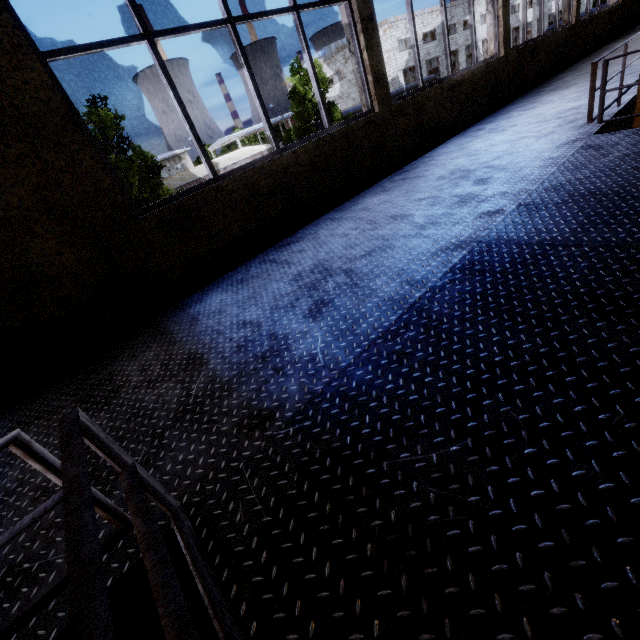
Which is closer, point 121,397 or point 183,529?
point 183,529
